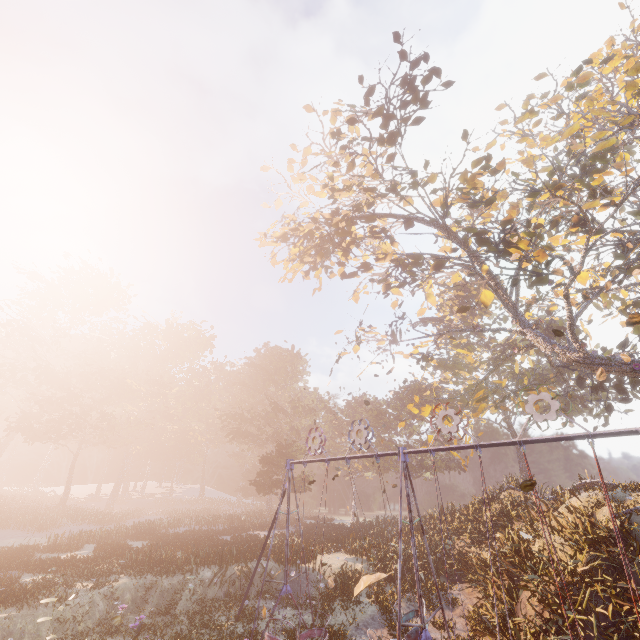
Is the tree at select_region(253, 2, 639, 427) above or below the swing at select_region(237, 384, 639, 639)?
above

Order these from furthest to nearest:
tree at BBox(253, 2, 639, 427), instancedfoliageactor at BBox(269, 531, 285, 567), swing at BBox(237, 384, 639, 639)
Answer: instancedfoliageactor at BBox(269, 531, 285, 567) → tree at BBox(253, 2, 639, 427) → swing at BBox(237, 384, 639, 639)

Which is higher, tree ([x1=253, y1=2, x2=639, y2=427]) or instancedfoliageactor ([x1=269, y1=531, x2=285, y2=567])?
tree ([x1=253, y1=2, x2=639, y2=427])

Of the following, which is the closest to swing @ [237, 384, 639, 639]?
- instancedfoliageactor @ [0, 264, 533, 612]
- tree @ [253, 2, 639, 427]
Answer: tree @ [253, 2, 639, 427]

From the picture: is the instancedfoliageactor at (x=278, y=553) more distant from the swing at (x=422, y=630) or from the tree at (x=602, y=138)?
the tree at (x=602, y=138)

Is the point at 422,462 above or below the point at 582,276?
below

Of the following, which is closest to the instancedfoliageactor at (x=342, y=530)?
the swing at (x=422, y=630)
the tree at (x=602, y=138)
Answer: the swing at (x=422, y=630)
